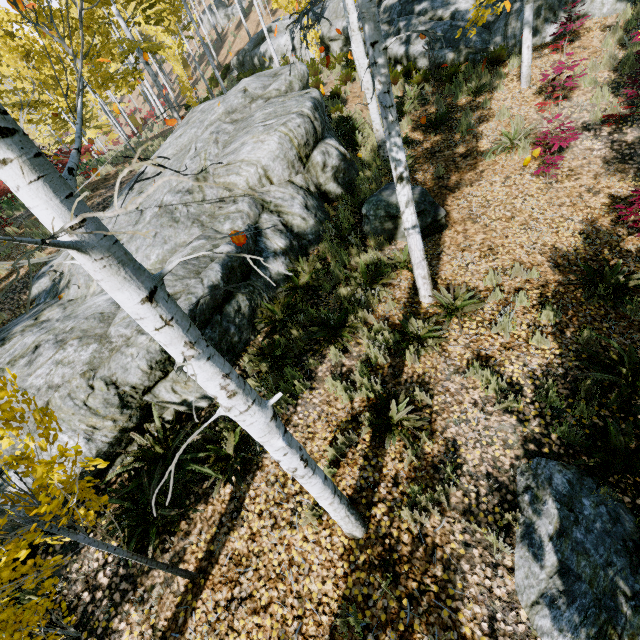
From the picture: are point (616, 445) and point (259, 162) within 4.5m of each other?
no

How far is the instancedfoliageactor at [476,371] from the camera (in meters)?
4.54

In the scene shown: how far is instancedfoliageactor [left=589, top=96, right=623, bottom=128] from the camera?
7.2m

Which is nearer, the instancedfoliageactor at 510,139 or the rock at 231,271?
the rock at 231,271

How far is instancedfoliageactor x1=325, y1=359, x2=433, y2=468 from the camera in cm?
429

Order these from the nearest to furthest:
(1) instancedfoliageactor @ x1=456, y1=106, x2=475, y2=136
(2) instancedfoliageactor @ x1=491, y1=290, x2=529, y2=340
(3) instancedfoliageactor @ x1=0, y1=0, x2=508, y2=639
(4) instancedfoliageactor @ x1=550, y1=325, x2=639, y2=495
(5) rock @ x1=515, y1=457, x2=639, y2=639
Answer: (3) instancedfoliageactor @ x1=0, y1=0, x2=508, y2=639 < (5) rock @ x1=515, y1=457, x2=639, y2=639 < (4) instancedfoliageactor @ x1=550, y1=325, x2=639, y2=495 < (2) instancedfoliageactor @ x1=491, y1=290, x2=529, y2=340 < (1) instancedfoliageactor @ x1=456, y1=106, x2=475, y2=136

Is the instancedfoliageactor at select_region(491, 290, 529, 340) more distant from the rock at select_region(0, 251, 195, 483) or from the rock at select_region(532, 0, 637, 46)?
the rock at select_region(532, 0, 637, 46)
